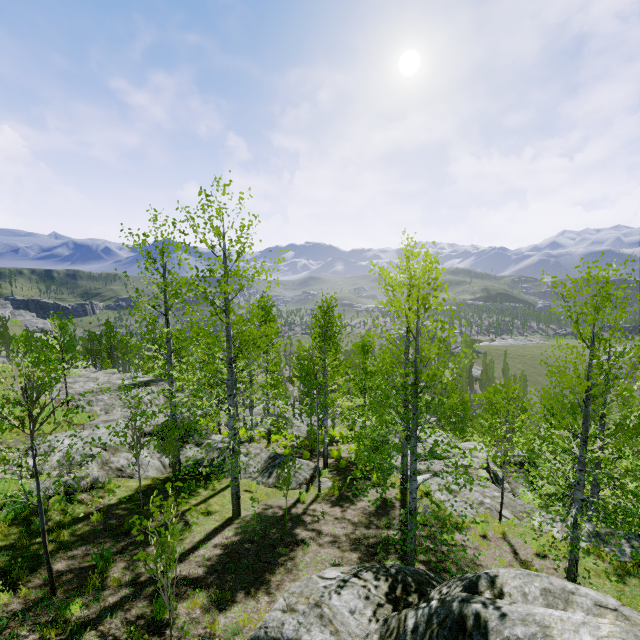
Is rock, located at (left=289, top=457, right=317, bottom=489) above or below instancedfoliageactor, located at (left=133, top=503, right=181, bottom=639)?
below

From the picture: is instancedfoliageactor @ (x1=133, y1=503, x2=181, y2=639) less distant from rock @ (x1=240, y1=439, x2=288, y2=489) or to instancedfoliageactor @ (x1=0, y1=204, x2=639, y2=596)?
instancedfoliageactor @ (x1=0, y1=204, x2=639, y2=596)

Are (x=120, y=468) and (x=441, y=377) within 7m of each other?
no

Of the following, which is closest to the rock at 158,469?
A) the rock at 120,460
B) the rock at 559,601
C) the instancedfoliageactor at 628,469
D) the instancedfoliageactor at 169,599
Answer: the instancedfoliageactor at 628,469

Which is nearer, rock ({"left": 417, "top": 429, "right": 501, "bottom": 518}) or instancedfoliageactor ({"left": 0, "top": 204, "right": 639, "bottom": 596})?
instancedfoliageactor ({"left": 0, "top": 204, "right": 639, "bottom": 596})

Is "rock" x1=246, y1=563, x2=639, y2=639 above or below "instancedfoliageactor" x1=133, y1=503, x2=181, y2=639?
above

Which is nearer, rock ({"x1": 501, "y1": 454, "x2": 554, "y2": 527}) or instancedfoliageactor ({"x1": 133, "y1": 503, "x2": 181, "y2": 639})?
instancedfoliageactor ({"x1": 133, "y1": 503, "x2": 181, "y2": 639})

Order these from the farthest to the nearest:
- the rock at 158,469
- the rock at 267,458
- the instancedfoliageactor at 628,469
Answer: the rock at 267,458 → the rock at 158,469 → the instancedfoliageactor at 628,469
